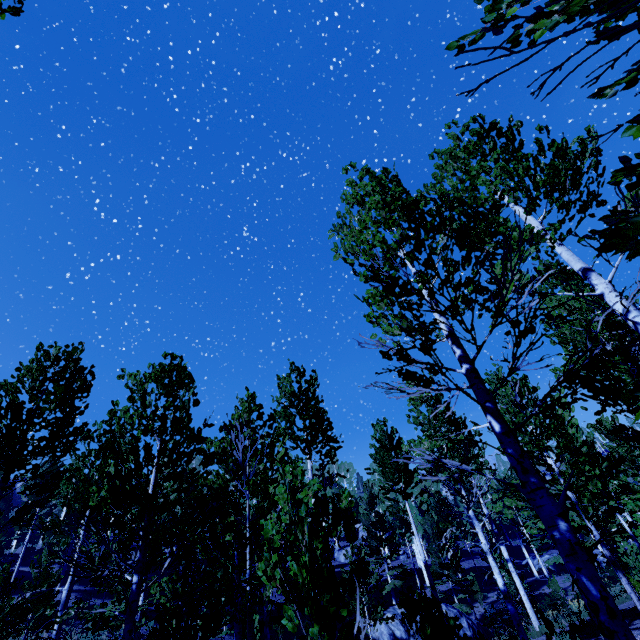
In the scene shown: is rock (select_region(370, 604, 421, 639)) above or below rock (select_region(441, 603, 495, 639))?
above

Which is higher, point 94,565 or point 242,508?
point 242,508

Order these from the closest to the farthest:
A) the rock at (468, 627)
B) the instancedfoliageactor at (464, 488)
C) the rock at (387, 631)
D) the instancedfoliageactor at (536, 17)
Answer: the instancedfoliageactor at (536, 17), the instancedfoliageactor at (464, 488), the rock at (387, 631), the rock at (468, 627)

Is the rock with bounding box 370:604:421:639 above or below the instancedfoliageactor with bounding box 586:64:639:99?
below

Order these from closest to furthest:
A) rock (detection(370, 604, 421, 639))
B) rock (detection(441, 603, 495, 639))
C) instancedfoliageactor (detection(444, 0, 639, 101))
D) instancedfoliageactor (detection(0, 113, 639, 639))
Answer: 1. instancedfoliageactor (detection(444, 0, 639, 101))
2. instancedfoliageactor (detection(0, 113, 639, 639))
3. rock (detection(370, 604, 421, 639))
4. rock (detection(441, 603, 495, 639))

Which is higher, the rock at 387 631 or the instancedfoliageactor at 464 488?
the instancedfoliageactor at 464 488
